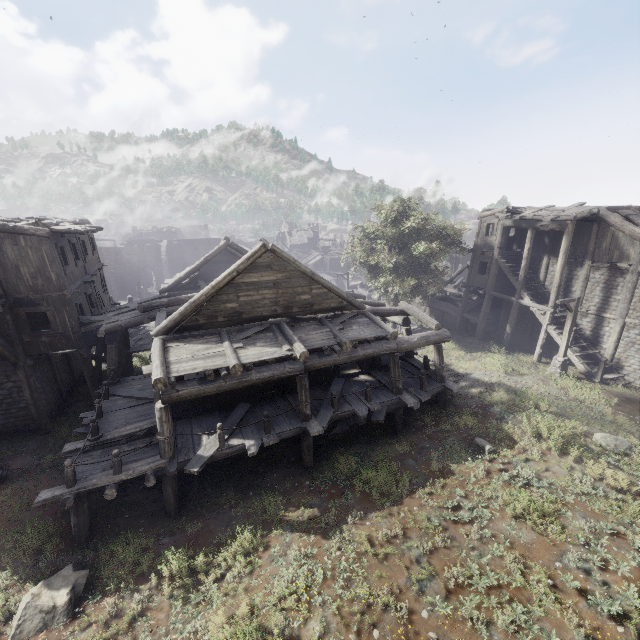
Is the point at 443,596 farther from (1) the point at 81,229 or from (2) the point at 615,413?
(1) the point at 81,229

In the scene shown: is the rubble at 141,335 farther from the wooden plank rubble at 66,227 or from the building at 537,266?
the building at 537,266

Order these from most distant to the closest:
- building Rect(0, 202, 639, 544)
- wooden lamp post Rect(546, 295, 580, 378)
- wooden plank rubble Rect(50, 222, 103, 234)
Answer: wooden lamp post Rect(546, 295, 580, 378) → wooden plank rubble Rect(50, 222, 103, 234) → building Rect(0, 202, 639, 544)

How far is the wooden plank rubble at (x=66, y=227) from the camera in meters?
13.7

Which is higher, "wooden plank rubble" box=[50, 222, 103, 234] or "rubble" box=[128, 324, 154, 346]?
"wooden plank rubble" box=[50, 222, 103, 234]

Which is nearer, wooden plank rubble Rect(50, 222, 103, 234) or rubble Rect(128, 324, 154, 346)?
wooden plank rubble Rect(50, 222, 103, 234)

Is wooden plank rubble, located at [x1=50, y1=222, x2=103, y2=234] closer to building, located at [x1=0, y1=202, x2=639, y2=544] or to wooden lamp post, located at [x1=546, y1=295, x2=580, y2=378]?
building, located at [x1=0, y1=202, x2=639, y2=544]
